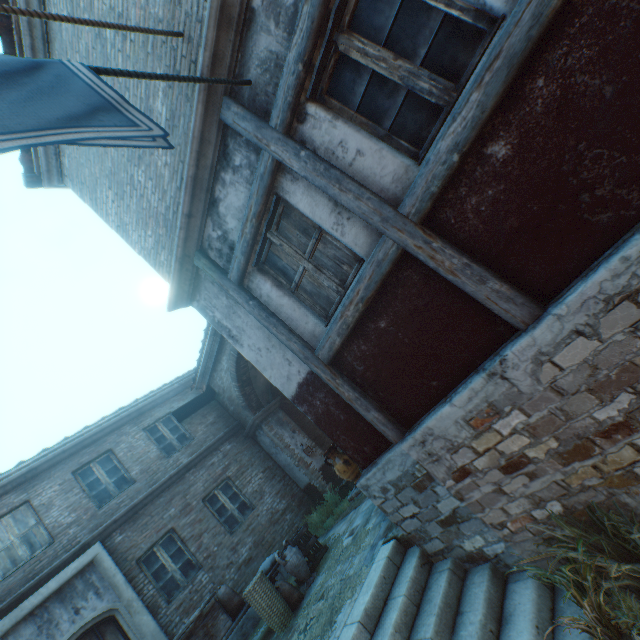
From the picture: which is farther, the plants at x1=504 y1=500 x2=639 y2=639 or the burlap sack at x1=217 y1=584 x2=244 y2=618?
the burlap sack at x1=217 y1=584 x2=244 y2=618

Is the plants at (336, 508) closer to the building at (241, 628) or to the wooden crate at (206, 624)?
the building at (241, 628)

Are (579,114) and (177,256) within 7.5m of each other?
yes

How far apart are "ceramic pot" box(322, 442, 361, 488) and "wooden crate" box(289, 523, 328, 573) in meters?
2.9 m

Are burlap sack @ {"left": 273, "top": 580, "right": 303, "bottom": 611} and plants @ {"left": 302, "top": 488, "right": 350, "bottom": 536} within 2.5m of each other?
no

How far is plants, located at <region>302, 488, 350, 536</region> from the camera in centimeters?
933cm

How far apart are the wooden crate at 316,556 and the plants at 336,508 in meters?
1.4

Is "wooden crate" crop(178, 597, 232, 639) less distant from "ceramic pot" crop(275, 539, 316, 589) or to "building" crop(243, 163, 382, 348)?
"ceramic pot" crop(275, 539, 316, 589)
